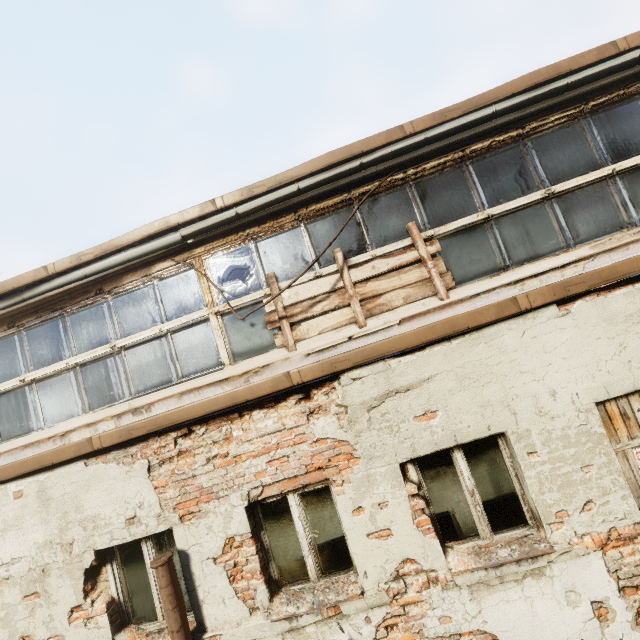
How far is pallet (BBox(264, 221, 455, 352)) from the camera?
4.0m

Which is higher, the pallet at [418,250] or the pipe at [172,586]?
the pallet at [418,250]

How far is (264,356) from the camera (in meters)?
4.19

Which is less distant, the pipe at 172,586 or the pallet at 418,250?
the pipe at 172,586

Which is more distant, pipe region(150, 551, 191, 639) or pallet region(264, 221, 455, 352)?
pallet region(264, 221, 455, 352)

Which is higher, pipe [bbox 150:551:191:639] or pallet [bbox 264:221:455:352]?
Answer: pallet [bbox 264:221:455:352]
